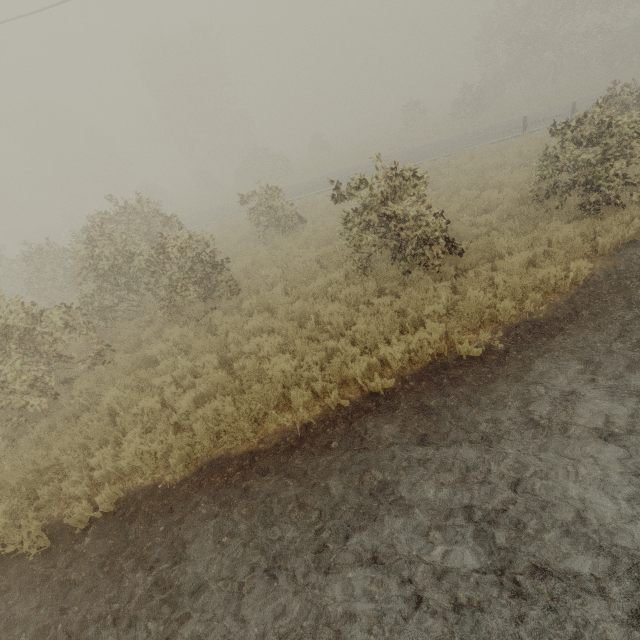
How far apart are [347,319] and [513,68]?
42.3m

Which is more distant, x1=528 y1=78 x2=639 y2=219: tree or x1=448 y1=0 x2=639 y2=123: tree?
x1=448 y1=0 x2=639 y2=123: tree

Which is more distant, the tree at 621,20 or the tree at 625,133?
the tree at 621,20
